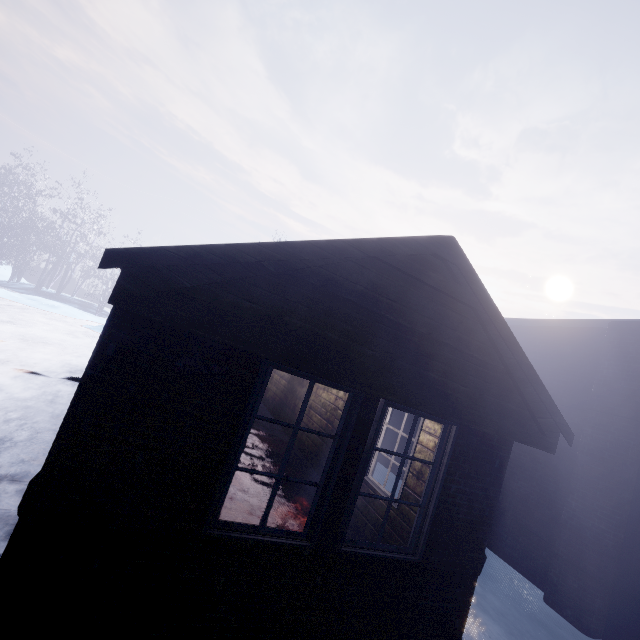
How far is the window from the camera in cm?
233

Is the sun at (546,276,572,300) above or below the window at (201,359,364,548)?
above

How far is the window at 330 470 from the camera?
2.33m

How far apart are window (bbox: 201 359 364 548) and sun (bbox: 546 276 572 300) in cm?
6680

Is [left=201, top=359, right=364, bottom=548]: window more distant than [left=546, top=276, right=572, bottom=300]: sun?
No

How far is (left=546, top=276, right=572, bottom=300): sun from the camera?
55.94m

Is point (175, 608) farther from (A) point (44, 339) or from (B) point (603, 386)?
(A) point (44, 339)

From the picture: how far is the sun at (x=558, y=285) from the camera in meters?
55.9 m
